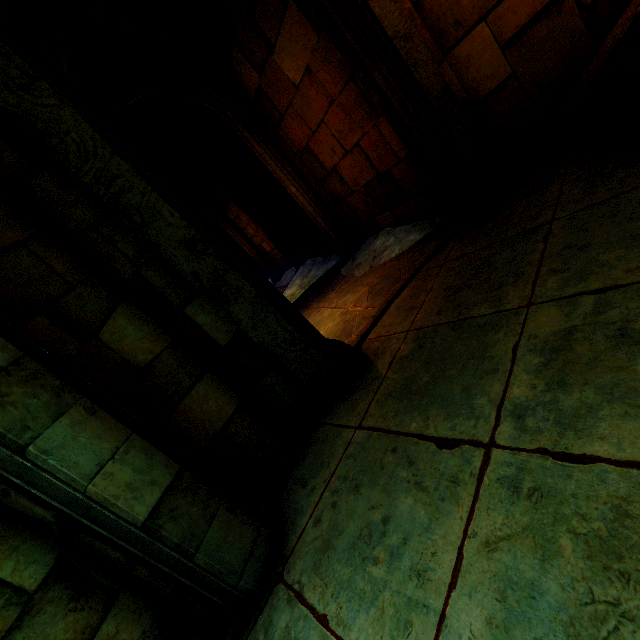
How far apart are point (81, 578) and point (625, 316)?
3.30m
